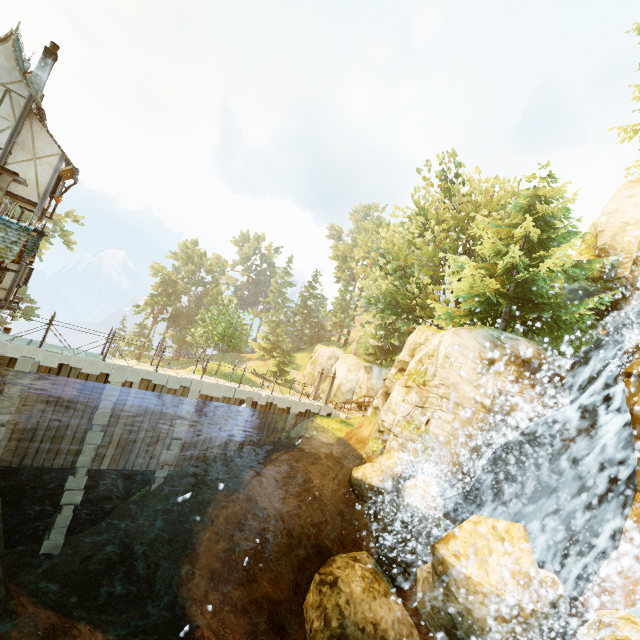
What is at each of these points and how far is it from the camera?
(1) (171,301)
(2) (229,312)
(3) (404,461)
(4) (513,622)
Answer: (1) tree, 58.94m
(2) tree, 38.53m
(3) rock, 12.84m
(4) rock, 7.11m

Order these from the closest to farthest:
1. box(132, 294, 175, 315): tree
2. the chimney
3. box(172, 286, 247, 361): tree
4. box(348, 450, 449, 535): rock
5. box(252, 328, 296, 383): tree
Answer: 1. box(348, 450, 449, 535): rock
2. the chimney
3. box(172, 286, 247, 361): tree
4. box(252, 328, 296, 383): tree
5. box(132, 294, 175, 315): tree

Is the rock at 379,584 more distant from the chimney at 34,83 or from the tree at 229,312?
the chimney at 34,83

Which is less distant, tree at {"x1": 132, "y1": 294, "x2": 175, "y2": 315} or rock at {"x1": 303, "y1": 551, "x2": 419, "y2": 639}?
rock at {"x1": 303, "y1": 551, "x2": 419, "y2": 639}

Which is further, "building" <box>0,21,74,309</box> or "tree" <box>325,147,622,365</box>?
"tree" <box>325,147,622,365</box>

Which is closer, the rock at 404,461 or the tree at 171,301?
the rock at 404,461

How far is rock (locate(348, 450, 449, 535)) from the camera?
11.39m

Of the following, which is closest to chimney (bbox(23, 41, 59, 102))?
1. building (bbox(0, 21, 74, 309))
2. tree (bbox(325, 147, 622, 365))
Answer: building (bbox(0, 21, 74, 309))
